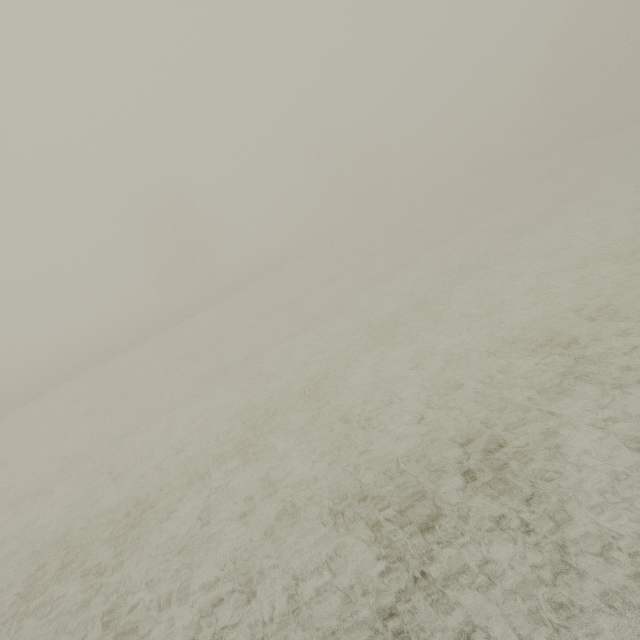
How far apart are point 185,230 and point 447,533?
47.6m
